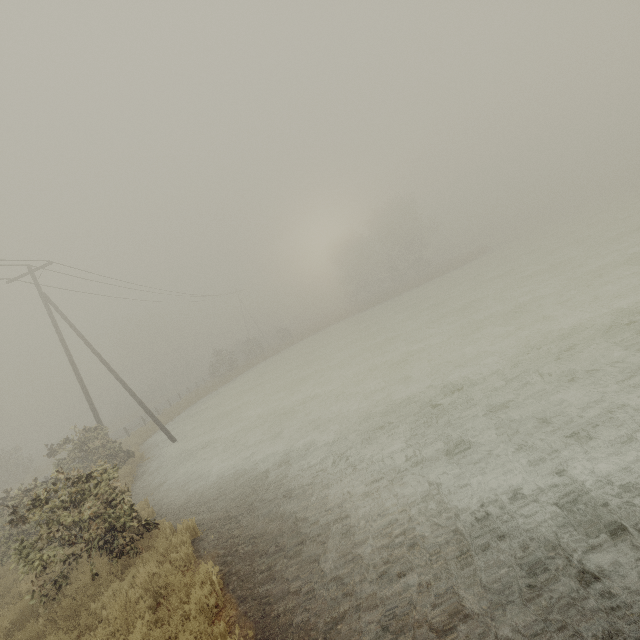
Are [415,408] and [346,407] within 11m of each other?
yes
